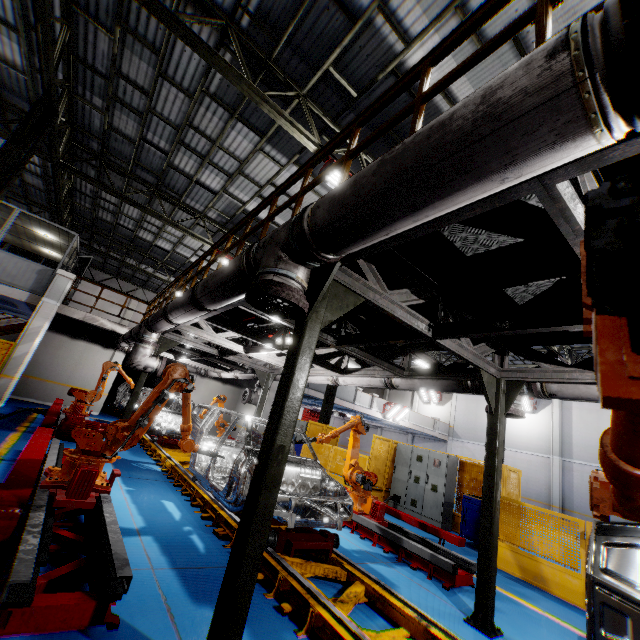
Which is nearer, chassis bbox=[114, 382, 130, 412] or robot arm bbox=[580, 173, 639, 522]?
robot arm bbox=[580, 173, 639, 522]

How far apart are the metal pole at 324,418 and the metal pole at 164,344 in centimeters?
846cm

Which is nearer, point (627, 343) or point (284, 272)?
point (627, 343)

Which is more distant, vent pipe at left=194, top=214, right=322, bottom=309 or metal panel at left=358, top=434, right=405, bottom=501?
metal panel at left=358, top=434, right=405, bottom=501

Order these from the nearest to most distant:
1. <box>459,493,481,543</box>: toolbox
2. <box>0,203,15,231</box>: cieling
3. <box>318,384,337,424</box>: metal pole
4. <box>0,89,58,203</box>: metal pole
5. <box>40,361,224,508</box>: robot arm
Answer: <box>40,361,224,508</box>: robot arm, <box>0,89,58,203</box>: metal pole, <box>459,493,481,543</box>: toolbox, <box>0,203,15,231</box>: cieling, <box>318,384,337,424</box>: metal pole

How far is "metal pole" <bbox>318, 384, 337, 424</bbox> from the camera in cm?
1595

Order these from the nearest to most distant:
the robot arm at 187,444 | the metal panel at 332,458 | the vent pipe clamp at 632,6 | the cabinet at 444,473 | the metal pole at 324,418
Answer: the vent pipe clamp at 632,6 → the robot arm at 187,444 → the cabinet at 444,473 → the metal panel at 332,458 → the metal pole at 324,418

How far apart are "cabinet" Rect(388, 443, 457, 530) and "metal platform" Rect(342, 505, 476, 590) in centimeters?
304cm
